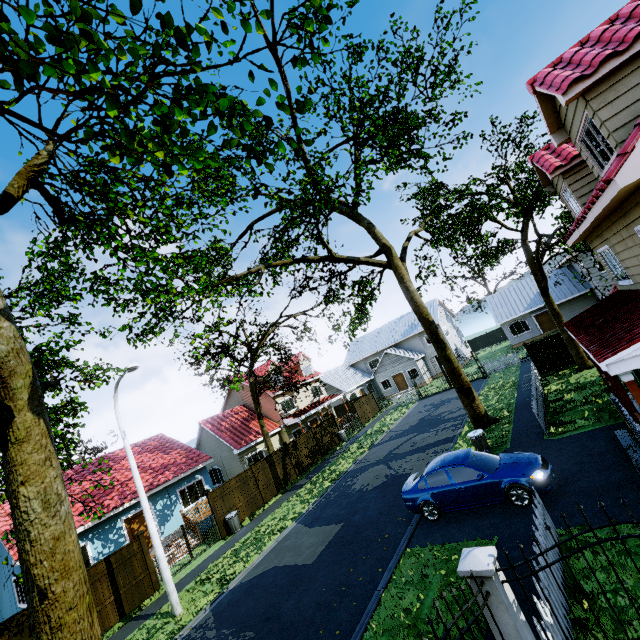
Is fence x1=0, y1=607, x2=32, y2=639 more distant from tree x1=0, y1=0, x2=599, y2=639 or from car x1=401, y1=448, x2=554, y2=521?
car x1=401, y1=448, x2=554, y2=521

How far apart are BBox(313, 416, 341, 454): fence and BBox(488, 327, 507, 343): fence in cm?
3311

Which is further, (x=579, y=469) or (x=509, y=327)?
(x=509, y=327)

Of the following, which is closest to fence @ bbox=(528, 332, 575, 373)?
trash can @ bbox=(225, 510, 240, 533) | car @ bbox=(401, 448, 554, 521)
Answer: trash can @ bbox=(225, 510, 240, 533)

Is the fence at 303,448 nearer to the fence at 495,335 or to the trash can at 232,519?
the trash can at 232,519

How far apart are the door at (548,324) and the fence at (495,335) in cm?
1377

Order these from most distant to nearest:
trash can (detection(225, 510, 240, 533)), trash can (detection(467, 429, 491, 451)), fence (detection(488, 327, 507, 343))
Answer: fence (detection(488, 327, 507, 343)) → trash can (detection(225, 510, 240, 533)) → trash can (detection(467, 429, 491, 451))

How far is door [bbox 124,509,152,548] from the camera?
18.2 meters
